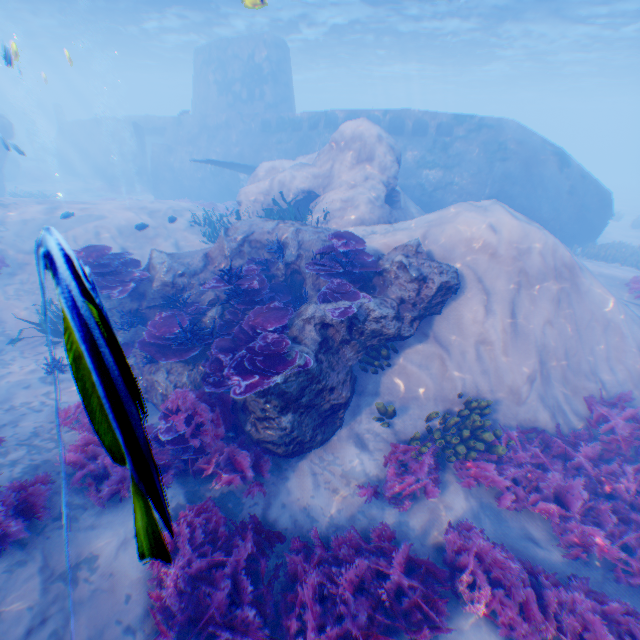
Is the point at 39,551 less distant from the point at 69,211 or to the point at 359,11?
the point at 69,211

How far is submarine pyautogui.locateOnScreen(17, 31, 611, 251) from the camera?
15.62m

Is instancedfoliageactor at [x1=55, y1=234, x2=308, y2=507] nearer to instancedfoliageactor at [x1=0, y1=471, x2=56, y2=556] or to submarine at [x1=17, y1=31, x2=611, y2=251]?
instancedfoliageactor at [x1=0, y1=471, x2=56, y2=556]

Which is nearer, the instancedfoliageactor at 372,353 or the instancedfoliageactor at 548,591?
the instancedfoliageactor at 548,591

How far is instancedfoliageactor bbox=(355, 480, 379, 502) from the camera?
5.73m

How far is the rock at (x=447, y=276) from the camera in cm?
589

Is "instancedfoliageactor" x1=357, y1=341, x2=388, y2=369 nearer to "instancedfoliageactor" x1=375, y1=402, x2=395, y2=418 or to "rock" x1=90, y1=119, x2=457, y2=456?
"rock" x1=90, y1=119, x2=457, y2=456
